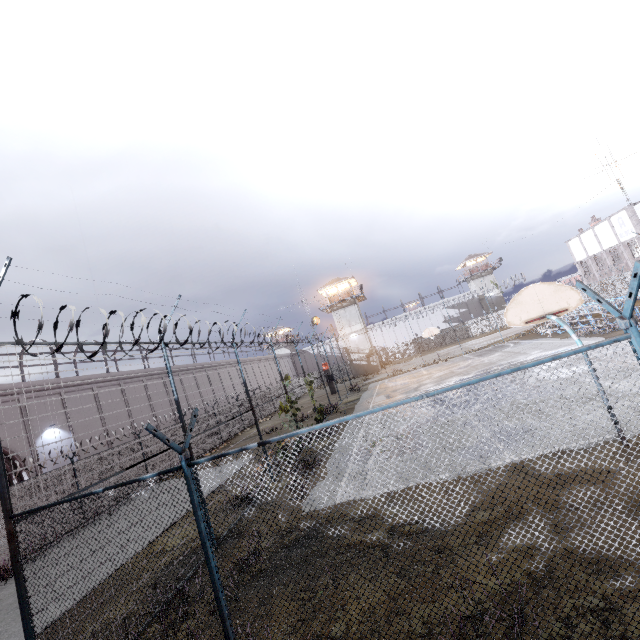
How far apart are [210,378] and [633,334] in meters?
40.4 m

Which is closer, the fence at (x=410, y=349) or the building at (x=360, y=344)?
the building at (x=360, y=344)

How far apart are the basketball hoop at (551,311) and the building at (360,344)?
39.6m

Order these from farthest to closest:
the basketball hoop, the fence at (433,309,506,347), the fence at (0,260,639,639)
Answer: the fence at (433,309,506,347) → the basketball hoop → the fence at (0,260,639,639)

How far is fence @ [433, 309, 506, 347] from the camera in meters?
54.8 m

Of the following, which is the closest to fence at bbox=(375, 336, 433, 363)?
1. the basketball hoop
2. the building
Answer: the basketball hoop
